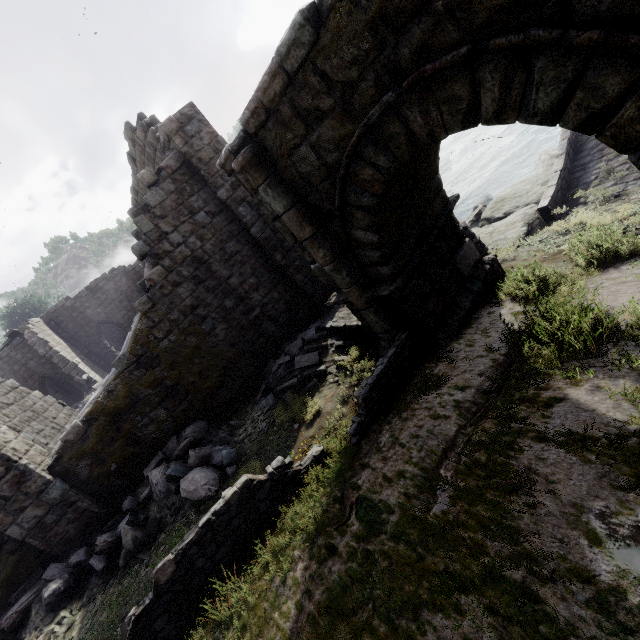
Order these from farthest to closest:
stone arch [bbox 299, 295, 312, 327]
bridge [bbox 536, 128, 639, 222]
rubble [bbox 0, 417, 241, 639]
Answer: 1. stone arch [bbox 299, 295, 312, 327]
2. bridge [bbox 536, 128, 639, 222]
3. rubble [bbox 0, 417, 241, 639]

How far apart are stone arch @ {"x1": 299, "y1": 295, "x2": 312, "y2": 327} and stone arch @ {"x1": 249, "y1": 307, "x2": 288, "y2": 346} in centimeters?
52cm

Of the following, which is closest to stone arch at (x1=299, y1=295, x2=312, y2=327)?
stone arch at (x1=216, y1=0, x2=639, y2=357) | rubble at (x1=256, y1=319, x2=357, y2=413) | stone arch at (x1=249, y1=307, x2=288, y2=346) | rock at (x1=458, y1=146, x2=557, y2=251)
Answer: rubble at (x1=256, y1=319, x2=357, y2=413)

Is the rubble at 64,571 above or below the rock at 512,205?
above

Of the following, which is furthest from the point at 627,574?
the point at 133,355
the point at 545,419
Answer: the point at 133,355

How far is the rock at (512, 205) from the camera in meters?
10.3 m

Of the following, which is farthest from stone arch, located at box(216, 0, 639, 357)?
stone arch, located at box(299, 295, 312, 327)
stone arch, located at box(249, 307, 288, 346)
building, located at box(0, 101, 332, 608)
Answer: stone arch, located at box(249, 307, 288, 346)

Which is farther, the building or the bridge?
the bridge
